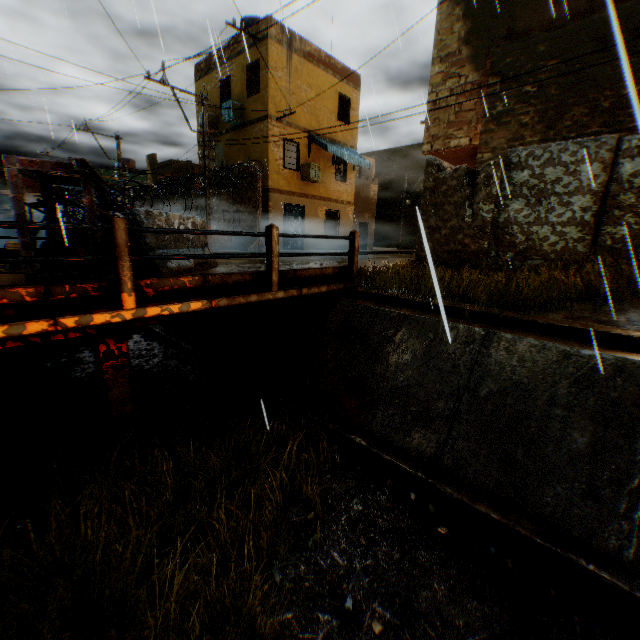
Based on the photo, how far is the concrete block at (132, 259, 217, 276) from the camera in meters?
5.1

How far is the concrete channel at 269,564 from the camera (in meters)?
3.63

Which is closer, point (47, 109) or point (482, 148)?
point (47, 109)

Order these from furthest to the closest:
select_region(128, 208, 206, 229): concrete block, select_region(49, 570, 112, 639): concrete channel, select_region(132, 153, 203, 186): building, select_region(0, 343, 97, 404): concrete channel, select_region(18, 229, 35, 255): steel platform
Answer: select_region(132, 153, 203, 186): building < select_region(0, 343, 97, 404): concrete channel < select_region(128, 208, 206, 229): concrete block < select_region(18, 229, 35, 255): steel platform < select_region(49, 570, 112, 639): concrete channel

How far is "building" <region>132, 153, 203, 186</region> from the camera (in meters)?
27.30

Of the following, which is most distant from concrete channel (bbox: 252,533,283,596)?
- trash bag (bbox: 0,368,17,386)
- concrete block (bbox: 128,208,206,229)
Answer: concrete block (bbox: 128,208,206,229)

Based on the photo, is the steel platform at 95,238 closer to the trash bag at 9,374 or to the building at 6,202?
the building at 6,202

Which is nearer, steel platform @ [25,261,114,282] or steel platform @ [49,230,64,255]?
steel platform @ [25,261,114,282]
